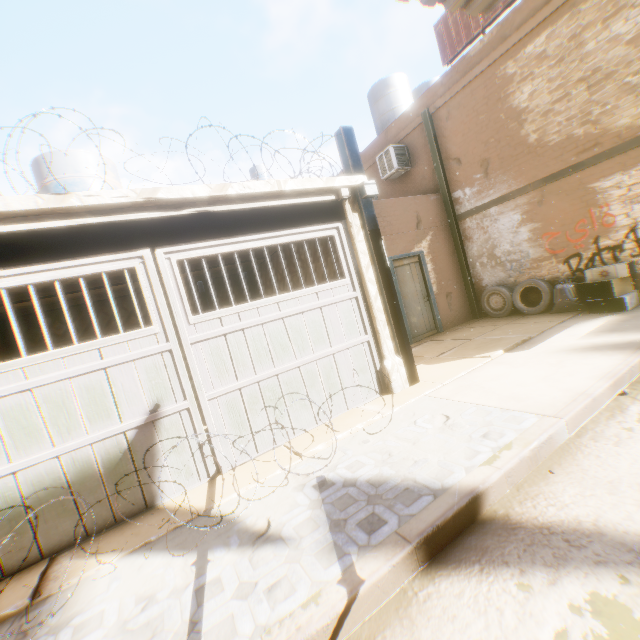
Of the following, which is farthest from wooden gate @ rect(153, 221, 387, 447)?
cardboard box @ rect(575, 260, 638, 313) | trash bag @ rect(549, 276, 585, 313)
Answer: trash bag @ rect(549, 276, 585, 313)

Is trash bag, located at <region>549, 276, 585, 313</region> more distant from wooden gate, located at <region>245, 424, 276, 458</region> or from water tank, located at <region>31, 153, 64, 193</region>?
water tank, located at <region>31, 153, 64, 193</region>

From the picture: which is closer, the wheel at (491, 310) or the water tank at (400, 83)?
the wheel at (491, 310)

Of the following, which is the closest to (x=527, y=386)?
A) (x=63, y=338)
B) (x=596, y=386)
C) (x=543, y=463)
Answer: (x=596, y=386)

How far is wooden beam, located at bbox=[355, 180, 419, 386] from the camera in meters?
5.4

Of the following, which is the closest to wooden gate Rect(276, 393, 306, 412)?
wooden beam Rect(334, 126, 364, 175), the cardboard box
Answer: wooden beam Rect(334, 126, 364, 175)

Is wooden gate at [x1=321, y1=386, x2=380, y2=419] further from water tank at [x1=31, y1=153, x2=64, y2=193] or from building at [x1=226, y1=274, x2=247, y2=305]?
water tank at [x1=31, y1=153, x2=64, y2=193]

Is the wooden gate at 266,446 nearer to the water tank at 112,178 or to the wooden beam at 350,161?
the wooden beam at 350,161
